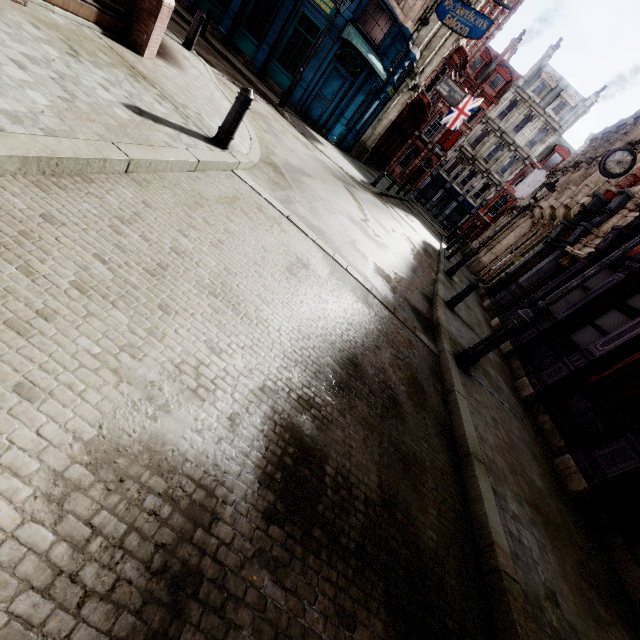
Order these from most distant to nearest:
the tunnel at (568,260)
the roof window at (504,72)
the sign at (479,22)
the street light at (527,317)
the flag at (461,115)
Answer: the roof window at (504,72) < the flag at (461,115) < the sign at (479,22) < the tunnel at (568,260) < the street light at (527,317)

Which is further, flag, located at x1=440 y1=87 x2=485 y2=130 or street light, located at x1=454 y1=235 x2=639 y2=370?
flag, located at x1=440 y1=87 x2=485 y2=130

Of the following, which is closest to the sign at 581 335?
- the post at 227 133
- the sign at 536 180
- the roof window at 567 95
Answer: the post at 227 133

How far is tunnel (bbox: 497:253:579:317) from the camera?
12.6m

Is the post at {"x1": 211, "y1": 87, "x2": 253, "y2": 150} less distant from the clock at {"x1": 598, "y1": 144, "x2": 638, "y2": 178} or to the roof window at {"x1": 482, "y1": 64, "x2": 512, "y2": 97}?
the clock at {"x1": 598, "y1": 144, "x2": 638, "y2": 178}

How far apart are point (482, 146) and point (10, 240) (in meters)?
50.48

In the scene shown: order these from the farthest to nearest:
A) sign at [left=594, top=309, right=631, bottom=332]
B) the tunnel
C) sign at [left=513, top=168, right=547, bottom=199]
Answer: sign at [left=513, top=168, right=547, bottom=199] → the tunnel → sign at [left=594, top=309, right=631, bottom=332]

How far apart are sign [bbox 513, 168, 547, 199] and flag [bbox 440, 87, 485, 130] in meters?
7.5 m
